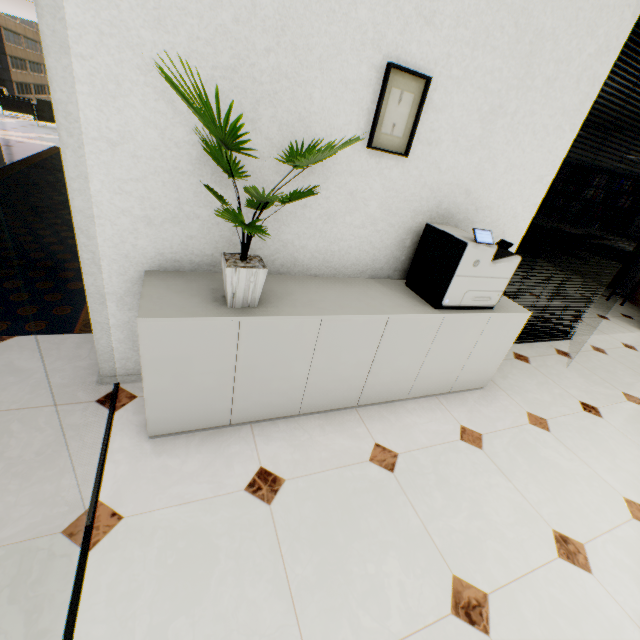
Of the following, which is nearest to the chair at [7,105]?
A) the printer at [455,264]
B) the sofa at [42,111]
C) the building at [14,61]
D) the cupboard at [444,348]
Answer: the sofa at [42,111]

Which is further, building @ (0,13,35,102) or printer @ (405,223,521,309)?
building @ (0,13,35,102)

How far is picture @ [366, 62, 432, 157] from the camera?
1.7 meters

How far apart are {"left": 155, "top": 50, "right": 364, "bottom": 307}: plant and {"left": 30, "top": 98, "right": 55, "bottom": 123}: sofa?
12.5m

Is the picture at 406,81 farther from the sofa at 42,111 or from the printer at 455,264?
the sofa at 42,111

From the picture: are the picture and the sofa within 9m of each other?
no

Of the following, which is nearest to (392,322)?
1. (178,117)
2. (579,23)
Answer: (178,117)

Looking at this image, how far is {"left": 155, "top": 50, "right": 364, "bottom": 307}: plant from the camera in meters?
1.1 m
